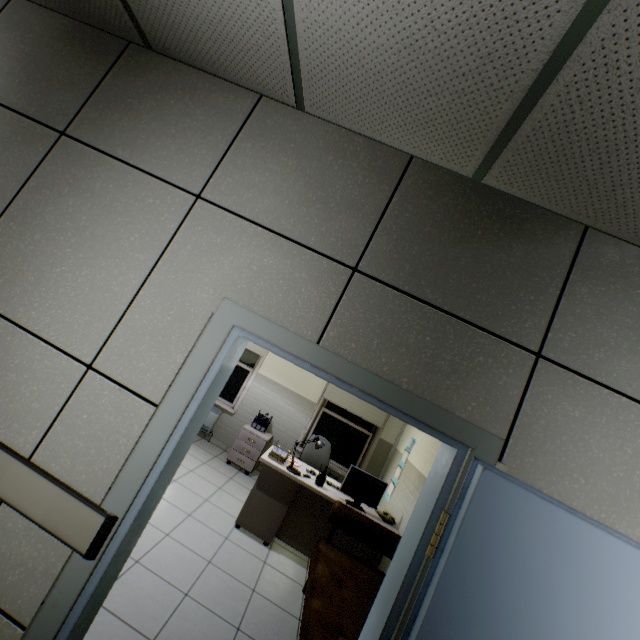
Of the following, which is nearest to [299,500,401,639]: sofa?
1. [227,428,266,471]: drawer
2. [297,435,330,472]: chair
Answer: [297,435,330,472]: chair

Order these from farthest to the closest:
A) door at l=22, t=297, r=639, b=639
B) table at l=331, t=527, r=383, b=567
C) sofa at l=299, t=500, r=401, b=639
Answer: table at l=331, t=527, r=383, b=567 < sofa at l=299, t=500, r=401, b=639 < door at l=22, t=297, r=639, b=639

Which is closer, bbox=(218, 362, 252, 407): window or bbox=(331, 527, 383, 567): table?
bbox=(331, 527, 383, 567): table

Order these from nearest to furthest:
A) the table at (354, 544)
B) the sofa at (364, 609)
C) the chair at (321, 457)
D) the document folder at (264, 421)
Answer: the sofa at (364, 609)
the table at (354, 544)
the chair at (321, 457)
the document folder at (264, 421)

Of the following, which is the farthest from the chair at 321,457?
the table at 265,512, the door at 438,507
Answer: the door at 438,507

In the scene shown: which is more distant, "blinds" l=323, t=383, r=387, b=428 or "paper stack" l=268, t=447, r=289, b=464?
"blinds" l=323, t=383, r=387, b=428

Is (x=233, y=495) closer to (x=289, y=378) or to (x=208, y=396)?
(x=289, y=378)

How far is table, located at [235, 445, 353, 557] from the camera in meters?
3.9 m
